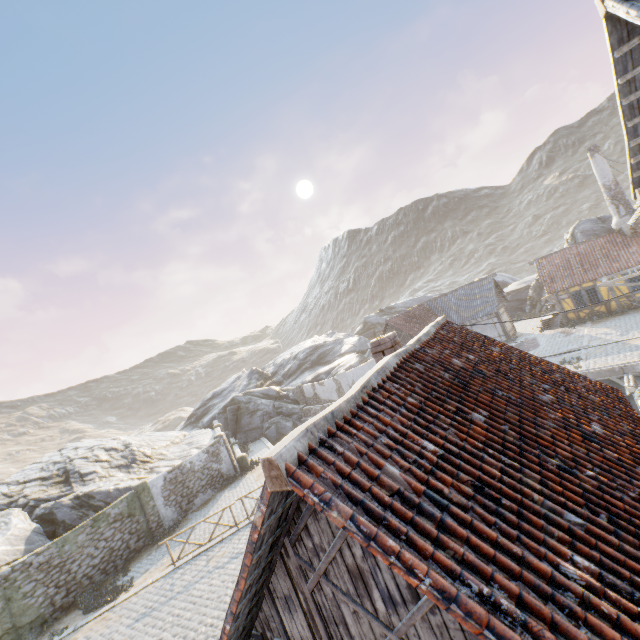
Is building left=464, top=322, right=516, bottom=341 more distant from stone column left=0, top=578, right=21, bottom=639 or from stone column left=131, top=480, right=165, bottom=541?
stone column left=0, top=578, right=21, bottom=639

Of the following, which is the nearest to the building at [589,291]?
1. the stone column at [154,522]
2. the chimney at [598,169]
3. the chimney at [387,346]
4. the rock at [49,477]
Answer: the chimney at [598,169]

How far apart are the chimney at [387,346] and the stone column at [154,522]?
17.74m

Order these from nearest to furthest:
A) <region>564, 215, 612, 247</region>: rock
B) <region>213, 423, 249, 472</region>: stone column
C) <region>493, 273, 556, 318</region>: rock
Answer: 1. <region>213, 423, 249, 472</region>: stone column
2. <region>564, 215, 612, 247</region>: rock
3. <region>493, 273, 556, 318</region>: rock

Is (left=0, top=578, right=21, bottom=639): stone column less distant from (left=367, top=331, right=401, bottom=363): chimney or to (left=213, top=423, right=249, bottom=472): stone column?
(left=213, top=423, right=249, bottom=472): stone column

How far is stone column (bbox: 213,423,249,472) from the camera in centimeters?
2312cm

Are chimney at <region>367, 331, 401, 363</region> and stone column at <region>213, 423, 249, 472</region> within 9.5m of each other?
no

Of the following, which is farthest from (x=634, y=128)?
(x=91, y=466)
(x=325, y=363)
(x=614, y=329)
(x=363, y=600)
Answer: (x=325, y=363)
